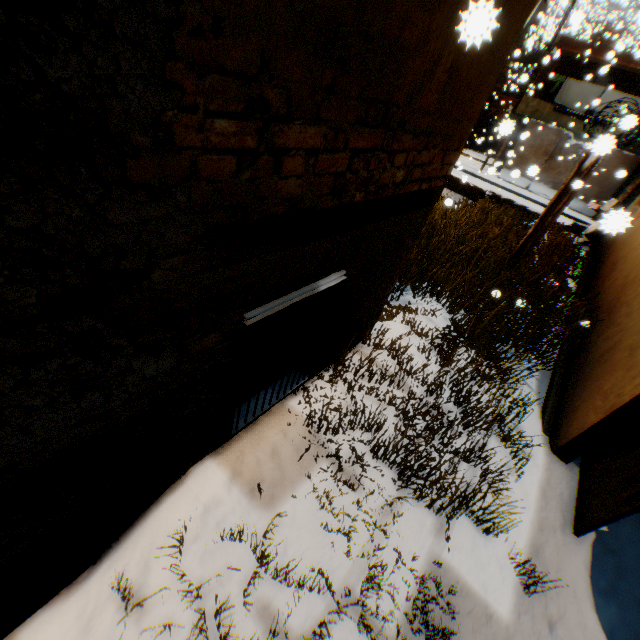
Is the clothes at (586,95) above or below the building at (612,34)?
below

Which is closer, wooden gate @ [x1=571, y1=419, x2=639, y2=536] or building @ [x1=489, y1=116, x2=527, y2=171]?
wooden gate @ [x1=571, y1=419, x2=639, y2=536]

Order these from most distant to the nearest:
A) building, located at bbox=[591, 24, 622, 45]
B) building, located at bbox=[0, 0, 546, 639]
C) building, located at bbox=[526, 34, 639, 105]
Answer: building, located at bbox=[591, 24, 622, 45] < building, located at bbox=[526, 34, 639, 105] < building, located at bbox=[0, 0, 546, 639]

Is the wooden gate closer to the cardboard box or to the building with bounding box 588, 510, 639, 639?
the building with bounding box 588, 510, 639, 639

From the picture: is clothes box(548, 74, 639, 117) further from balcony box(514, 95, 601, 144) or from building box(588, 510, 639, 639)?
building box(588, 510, 639, 639)

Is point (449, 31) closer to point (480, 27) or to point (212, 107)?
point (480, 27)

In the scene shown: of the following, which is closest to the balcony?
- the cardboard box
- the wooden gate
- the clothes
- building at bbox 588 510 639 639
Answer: the clothes

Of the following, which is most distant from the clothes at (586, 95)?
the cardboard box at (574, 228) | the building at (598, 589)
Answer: the building at (598, 589)
